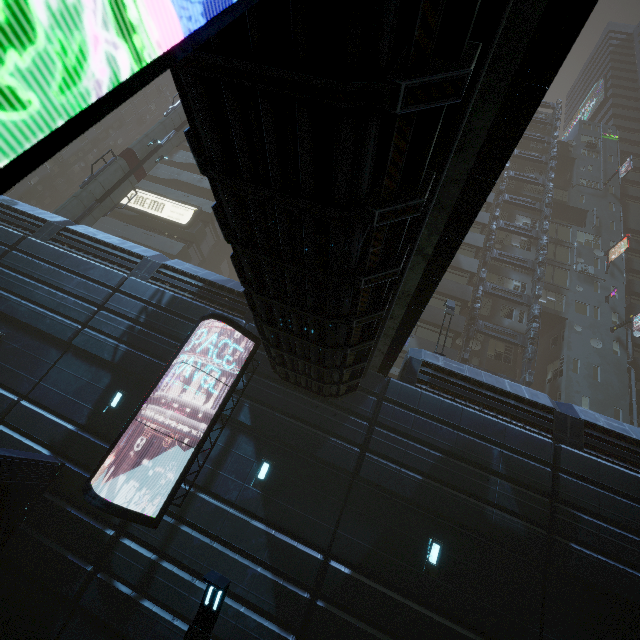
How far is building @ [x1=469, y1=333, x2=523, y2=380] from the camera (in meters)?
26.03

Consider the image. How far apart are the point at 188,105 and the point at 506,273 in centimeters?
3251cm

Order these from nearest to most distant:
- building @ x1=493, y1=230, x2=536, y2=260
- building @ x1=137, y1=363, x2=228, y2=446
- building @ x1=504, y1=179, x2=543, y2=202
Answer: building @ x1=137, y1=363, x2=228, y2=446 < building @ x1=493, y1=230, x2=536, y2=260 < building @ x1=504, y1=179, x2=543, y2=202

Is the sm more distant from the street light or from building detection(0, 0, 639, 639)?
the street light

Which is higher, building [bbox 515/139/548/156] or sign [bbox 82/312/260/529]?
building [bbox 515/139/548/156]

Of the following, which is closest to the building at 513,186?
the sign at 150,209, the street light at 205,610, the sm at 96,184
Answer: the sign at 150,209

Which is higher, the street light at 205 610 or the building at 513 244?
the building at 513 244

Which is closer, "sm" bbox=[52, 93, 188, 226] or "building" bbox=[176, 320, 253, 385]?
"building" bbox=[176, 320, 253, 385]
